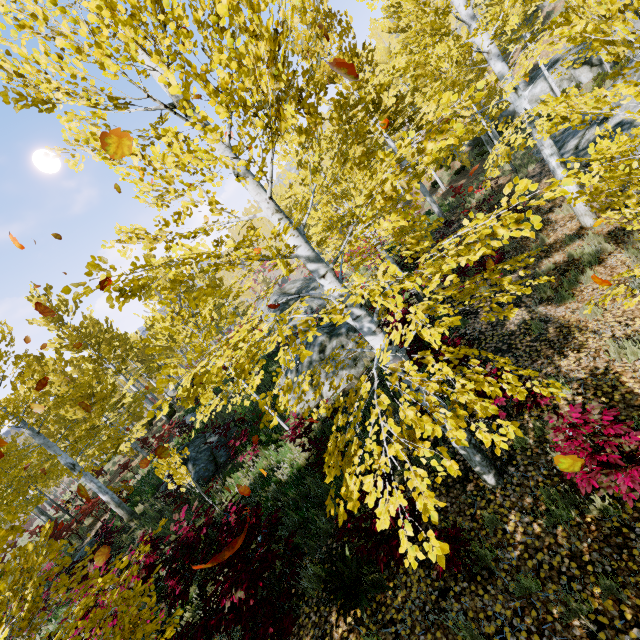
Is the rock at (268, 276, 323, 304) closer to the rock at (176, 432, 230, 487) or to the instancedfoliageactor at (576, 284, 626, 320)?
the instancedfoliageactor at (576, 284, 626, 320)

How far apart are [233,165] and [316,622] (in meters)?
6.07

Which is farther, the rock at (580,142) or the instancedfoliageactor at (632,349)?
the rock at (580,142)

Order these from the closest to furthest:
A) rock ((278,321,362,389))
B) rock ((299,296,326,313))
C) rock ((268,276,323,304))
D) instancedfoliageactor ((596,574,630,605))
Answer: instancedfoliageactor ((596,574,630,605)) → rock ((278,321,362,389)) → rock ((299,296,326,313)) → rock ((268,276,323,304))

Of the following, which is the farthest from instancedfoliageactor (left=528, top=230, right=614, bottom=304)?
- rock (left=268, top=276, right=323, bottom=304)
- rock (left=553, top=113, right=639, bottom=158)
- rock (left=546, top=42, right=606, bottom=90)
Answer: rock (left=268, top=276, right=323, bottom=304)

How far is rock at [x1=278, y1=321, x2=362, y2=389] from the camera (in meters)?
9.87

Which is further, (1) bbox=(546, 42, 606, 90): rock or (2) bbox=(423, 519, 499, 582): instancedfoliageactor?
(1) bbox=(546, 42, 606, 90): rock

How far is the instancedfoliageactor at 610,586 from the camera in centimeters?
311cm
